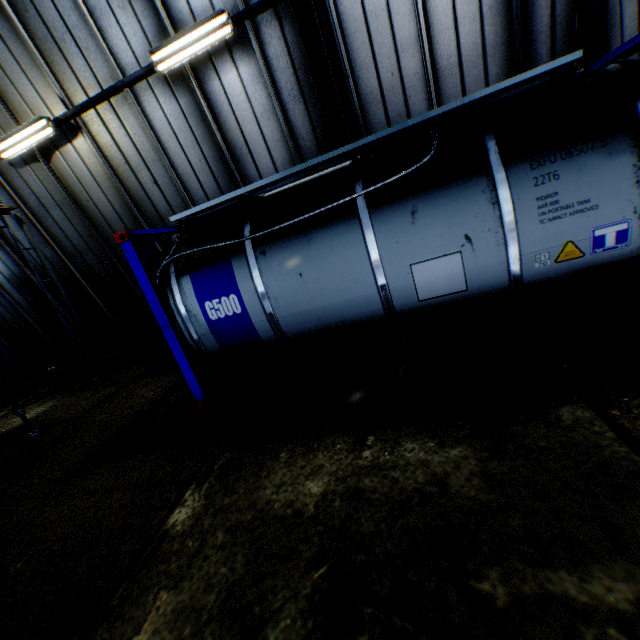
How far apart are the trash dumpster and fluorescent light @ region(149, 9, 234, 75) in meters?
4.6 m

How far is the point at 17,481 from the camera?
5.1 meters

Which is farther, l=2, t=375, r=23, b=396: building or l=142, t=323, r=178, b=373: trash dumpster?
l=2, t=375, r=23, b=396: building

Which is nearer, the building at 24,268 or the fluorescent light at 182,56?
the fluorescent light at 182,56

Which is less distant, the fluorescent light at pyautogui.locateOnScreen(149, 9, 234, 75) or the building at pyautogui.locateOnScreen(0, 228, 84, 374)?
the fluorescent light at pyautogui.locateOnScreen(149, 9, 234, 75)

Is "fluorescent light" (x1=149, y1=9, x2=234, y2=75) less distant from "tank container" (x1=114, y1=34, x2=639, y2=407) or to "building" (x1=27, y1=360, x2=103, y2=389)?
"building" (x1=27, y1=360, x2=103, y2=389)

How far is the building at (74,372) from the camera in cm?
1079

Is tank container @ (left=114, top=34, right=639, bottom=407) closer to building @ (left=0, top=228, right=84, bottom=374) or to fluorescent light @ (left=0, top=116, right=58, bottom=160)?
building @ (left=0, top=228, right=84, bottom=374)
